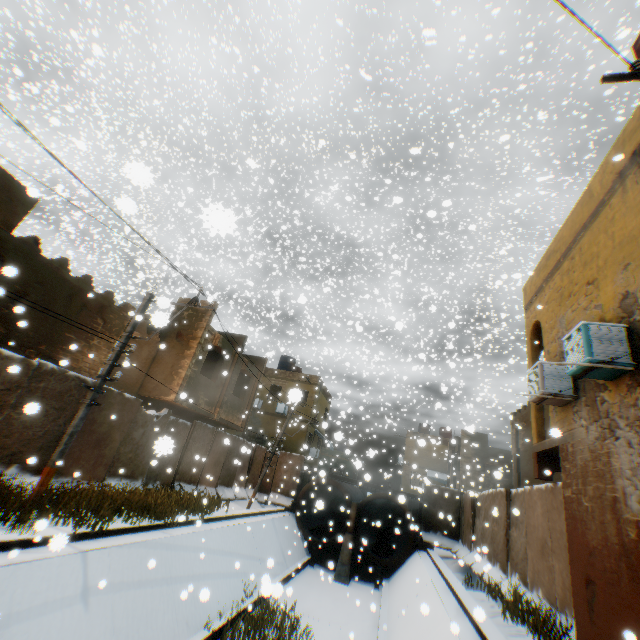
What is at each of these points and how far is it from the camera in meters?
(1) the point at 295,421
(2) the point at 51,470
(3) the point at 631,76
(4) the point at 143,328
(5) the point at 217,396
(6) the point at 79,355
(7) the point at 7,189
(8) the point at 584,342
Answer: (1) building, 26.7 m
(2) electric pole, 7.6 m
(3) electrical contact, 4.4 m
(4) building, 13.9 m
(5) building, 17.1 m
(6) building, 11.6 m
(7) building, 9.2 m
(8) air conditioner, 5.9 m

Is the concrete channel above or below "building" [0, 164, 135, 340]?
below

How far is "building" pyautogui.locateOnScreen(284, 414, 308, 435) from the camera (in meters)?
21.99

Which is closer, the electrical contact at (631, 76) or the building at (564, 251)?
the electrical contact at (631, 76)

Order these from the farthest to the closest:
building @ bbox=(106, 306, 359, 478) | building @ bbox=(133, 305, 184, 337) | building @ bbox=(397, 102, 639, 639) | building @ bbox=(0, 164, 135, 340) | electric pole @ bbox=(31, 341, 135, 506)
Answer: building @ bbox=(106, 306, 359, 478)
building @ bbox=(0, 164, 135, 340)
electric pole @ bbox=(31, 341, 135, 506)
building @ bbox=(397, 102, 639, 639)
building @ bbox=(133, 305, 184, 337)

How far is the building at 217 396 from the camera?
13.9 meters
